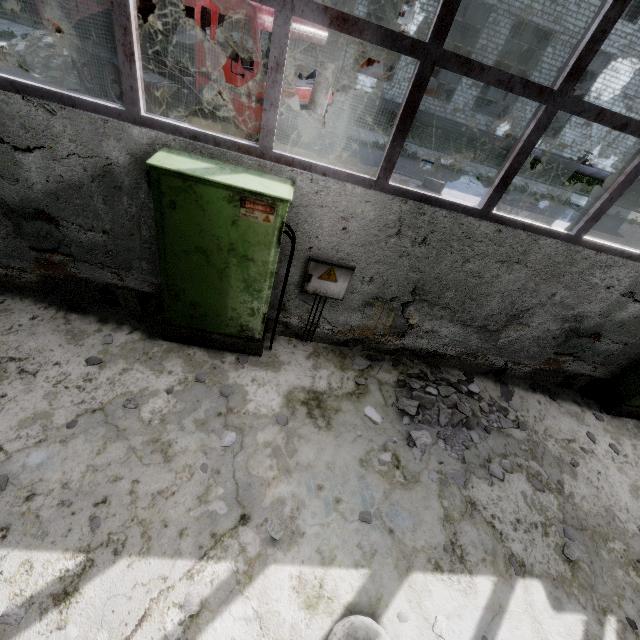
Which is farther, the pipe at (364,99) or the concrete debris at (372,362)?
the pipe at (364,99)

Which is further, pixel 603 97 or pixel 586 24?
pixel 603 97

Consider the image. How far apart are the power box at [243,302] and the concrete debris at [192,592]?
2.69m

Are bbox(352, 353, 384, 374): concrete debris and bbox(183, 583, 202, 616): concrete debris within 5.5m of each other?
yes

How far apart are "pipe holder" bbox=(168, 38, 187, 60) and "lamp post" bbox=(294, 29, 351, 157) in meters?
15.0

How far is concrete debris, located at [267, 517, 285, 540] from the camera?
3.2m

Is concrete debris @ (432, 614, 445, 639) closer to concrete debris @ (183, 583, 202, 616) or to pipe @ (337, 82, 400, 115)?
concrete debris @ (183, 583, 202, 616)

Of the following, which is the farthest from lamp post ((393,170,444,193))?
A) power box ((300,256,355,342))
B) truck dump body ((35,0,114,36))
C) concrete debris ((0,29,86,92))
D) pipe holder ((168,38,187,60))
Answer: pipe holder ((168,38,187,60))
